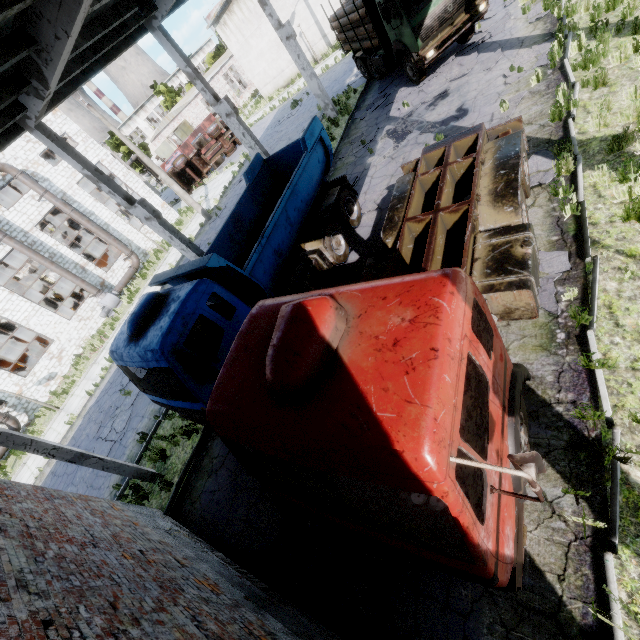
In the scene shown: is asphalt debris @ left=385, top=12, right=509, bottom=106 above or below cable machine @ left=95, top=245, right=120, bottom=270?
below

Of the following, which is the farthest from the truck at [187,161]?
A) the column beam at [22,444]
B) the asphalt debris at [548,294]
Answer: the asphalt debris at [548,294]

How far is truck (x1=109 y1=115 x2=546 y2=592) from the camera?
2.4 meters

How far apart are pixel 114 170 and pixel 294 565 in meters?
31.0

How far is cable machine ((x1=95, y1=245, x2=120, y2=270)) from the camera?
27.47m

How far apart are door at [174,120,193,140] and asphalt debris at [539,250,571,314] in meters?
47.9

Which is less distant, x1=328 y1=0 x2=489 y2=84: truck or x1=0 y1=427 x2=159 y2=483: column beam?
x1=0 y1=427 x2=159 y2=483: column beam

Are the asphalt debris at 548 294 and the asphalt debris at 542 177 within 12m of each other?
yes
